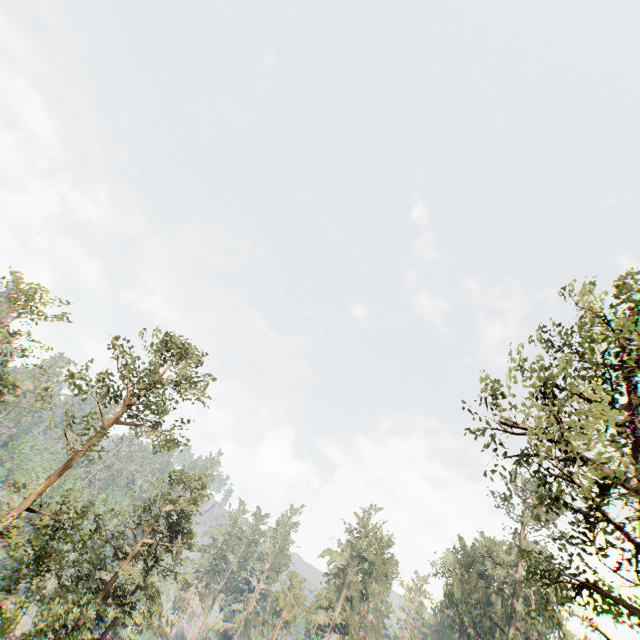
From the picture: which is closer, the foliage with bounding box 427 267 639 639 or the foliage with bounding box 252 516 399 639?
the foliage with bounding box 427 267 639 639

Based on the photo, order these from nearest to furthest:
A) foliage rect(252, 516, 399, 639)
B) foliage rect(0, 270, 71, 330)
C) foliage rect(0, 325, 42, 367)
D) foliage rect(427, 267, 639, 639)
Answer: foliage rect(427, 267, 639, 639), foliage rect(0, 325, 42, 367), foliage rect(0, 270, 71, 330), foliage rect(252, 516, 399, 639)

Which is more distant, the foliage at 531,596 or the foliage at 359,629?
the foliage at 359,629

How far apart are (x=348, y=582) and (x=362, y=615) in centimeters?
451cm

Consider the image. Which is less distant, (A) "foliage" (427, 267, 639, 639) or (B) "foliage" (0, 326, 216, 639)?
(A) "foliage" (427, 267, 639, 639)

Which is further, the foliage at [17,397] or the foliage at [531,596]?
the foliage at [17,397]
